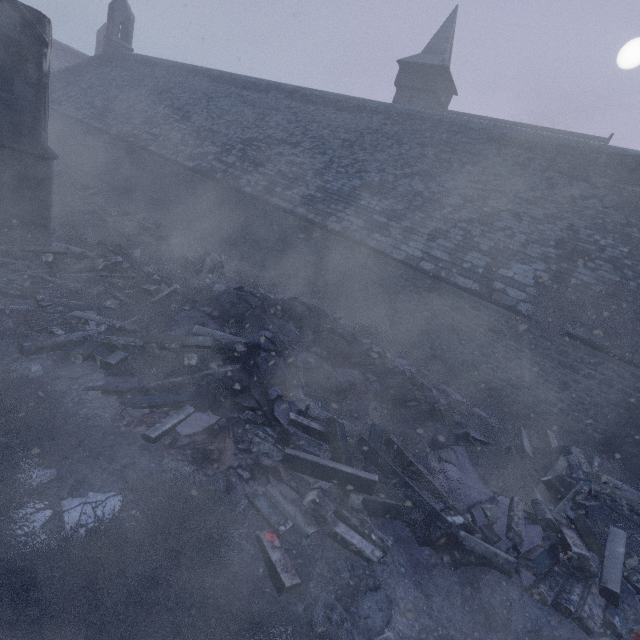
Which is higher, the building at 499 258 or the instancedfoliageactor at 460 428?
the building at 499 258

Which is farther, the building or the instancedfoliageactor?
the building

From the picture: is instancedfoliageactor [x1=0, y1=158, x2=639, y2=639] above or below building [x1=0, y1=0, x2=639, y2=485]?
below

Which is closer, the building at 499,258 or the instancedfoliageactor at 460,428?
the instancedfoliageactor at 460,428

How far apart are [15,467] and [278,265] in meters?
11.0 m
